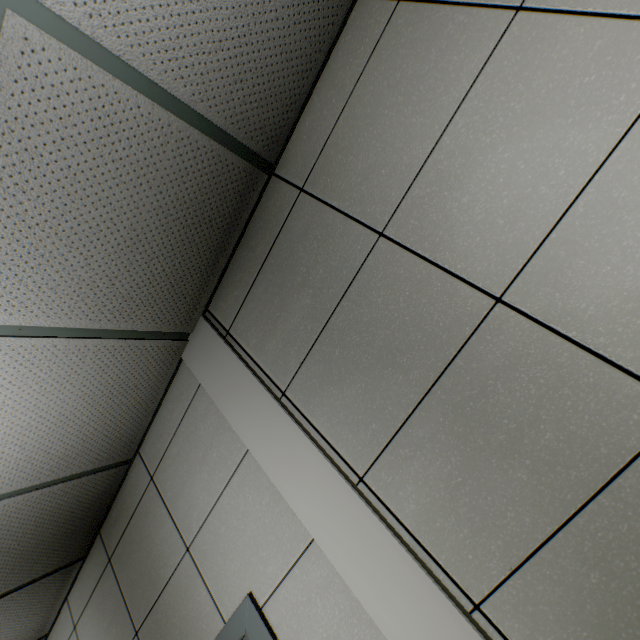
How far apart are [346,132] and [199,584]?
2.35m
